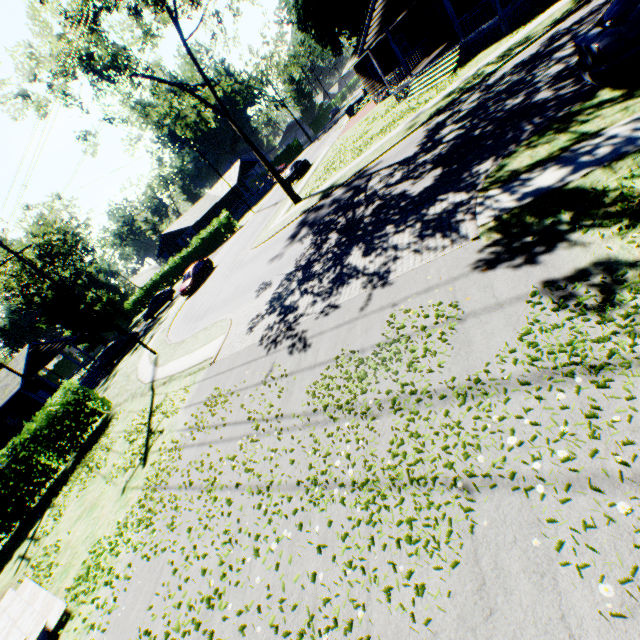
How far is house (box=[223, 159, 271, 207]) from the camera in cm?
5481

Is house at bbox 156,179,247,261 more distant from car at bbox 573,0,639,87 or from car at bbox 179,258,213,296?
car at bbox 573,0,639,87

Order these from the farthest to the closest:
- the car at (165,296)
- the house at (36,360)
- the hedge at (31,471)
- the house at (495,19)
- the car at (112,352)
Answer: the car at (165,296), the car at (112,352), the house at (36,360), the house at (495,19), the hedge at (31,471)

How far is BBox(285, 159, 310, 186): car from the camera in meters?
34.6 m

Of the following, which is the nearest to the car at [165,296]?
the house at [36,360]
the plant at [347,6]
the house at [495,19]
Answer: the house at [36,360]

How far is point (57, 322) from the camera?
52.41m

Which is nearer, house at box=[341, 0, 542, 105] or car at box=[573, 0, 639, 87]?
car at box=[573, 0, 639, 87]

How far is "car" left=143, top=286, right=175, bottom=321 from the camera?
37.2m
